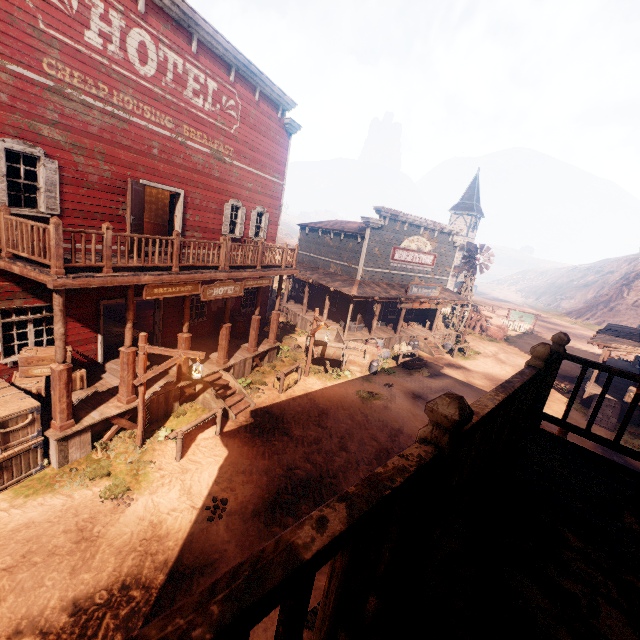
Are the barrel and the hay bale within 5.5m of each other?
yes

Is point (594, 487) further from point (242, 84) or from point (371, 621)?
point (242, 84)

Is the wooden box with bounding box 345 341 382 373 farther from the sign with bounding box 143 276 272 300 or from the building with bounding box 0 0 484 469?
the sign with bounding box 143 276 272 300

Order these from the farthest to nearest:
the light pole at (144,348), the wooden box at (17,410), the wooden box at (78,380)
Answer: the wooden box at (78,380), the light pole at (144,348), the wooden box at (17,410)

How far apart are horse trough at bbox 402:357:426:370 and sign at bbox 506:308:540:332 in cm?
2447

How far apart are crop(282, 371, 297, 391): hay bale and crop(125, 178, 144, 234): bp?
6.9m

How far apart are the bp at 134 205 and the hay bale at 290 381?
6.9m

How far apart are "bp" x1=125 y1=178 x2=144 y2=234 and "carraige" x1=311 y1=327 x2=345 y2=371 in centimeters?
816cm
